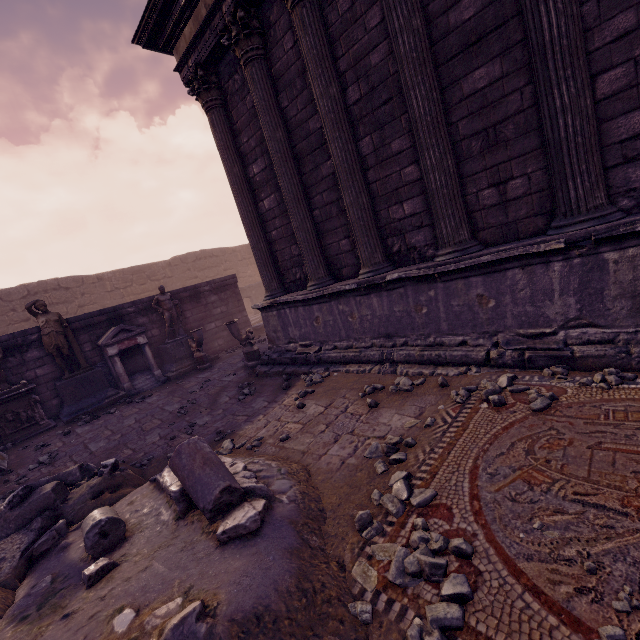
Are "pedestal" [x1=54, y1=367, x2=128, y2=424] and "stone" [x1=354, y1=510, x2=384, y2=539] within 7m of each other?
no

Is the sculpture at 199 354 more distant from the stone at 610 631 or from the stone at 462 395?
the stone at 610 631

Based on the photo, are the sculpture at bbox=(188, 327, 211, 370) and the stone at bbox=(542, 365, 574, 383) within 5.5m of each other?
no

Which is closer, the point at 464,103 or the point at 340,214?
the point at 464,103

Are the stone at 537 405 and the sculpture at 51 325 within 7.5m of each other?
no

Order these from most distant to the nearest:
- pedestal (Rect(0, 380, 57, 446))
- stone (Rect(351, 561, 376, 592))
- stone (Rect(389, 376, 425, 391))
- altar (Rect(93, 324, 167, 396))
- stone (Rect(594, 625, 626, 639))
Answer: A: altar (Rect(93, 324, 167, 396)), pedestal (Rect(0, 380, 57, 446)), stone (Rect(389, 376, 425, 391)), stone (Rect(351, 561, 376, 592)), stone (Rect(594, 625, 626, 639))

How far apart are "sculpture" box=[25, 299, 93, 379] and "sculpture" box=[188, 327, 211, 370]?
2.6 meters

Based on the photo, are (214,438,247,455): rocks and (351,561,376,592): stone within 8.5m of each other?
yes
